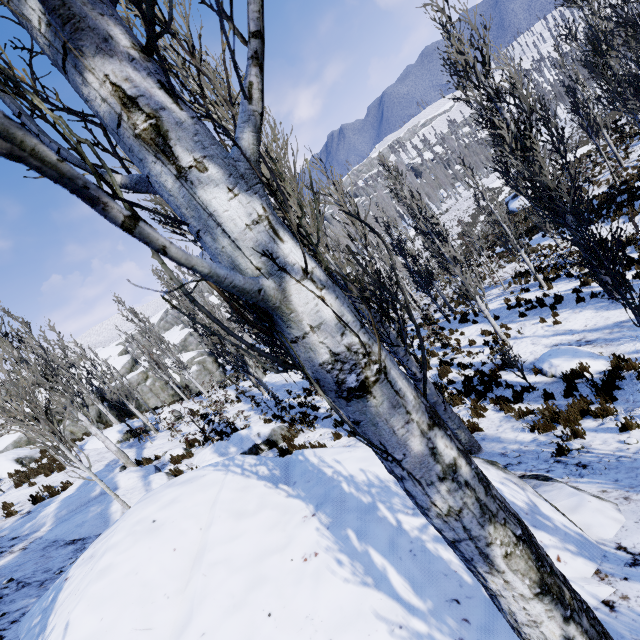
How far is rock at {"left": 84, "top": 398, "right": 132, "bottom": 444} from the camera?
17.28m

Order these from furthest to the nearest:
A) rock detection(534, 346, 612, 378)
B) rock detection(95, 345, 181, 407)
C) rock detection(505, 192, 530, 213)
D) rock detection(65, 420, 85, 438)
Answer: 1. rock detection(95, 345, 181, 407)
2. rock detection(505, 192, 530, 213)
3. rock detection(65, 420, 85, 438)
4. rock detection(534, 346, 612, 378)

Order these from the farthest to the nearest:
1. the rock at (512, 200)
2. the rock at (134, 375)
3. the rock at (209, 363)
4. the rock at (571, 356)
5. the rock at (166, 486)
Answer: the rock at (209, 363)
the rock at (134, 375)
the rock at (512, 200)
the rock at (571, 356)
the rock at (166, 486)

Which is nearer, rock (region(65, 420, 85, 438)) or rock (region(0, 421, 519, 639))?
rock (region(0, 421, 519, 639))

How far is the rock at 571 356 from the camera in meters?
8.2

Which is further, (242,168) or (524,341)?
(524,341)

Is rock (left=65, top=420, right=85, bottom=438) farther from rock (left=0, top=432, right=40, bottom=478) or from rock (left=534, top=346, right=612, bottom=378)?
rock (left=534, top=346, right=612, bottom=378)

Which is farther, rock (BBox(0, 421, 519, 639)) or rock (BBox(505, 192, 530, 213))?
rock (BBox(505, 192, 530, 213))
